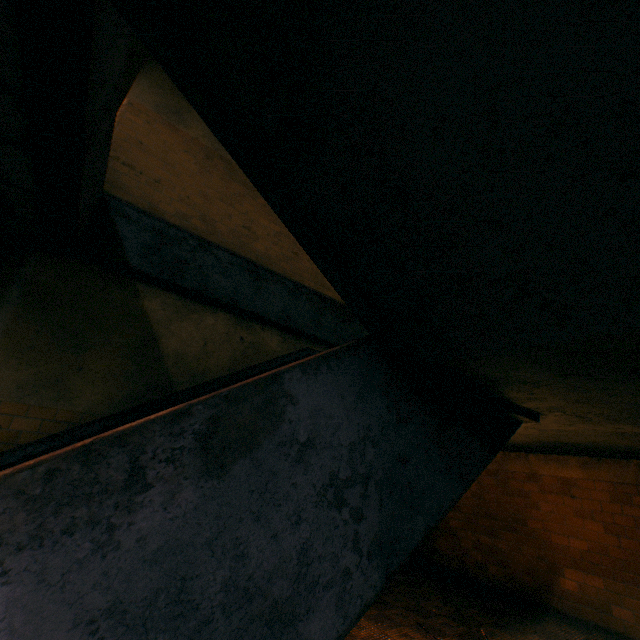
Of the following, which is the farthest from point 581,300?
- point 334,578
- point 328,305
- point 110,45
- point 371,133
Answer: point 328,305
